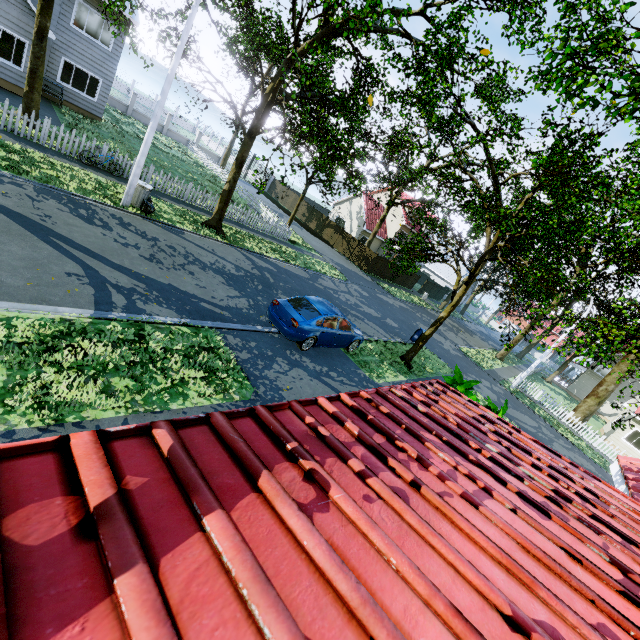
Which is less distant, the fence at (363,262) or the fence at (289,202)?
the fence at (363,262)

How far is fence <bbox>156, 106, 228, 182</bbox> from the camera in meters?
31.8 m

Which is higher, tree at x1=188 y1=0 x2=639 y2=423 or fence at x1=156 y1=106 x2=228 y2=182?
tree at x1=188 y1=0 x2=639 y2=423

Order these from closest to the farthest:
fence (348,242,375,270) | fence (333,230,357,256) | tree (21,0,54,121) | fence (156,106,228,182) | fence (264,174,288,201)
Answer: tree (21,0,54,121)
fence (156,106,228,182)
fence (348,242,375,270)
fence (333,230,357,256)
fence (264,174,288,201)

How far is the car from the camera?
10.10m

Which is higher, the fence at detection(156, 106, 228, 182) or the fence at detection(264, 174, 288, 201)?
the fence at detection(264, 174, 288, 201)

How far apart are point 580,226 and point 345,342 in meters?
7.6
